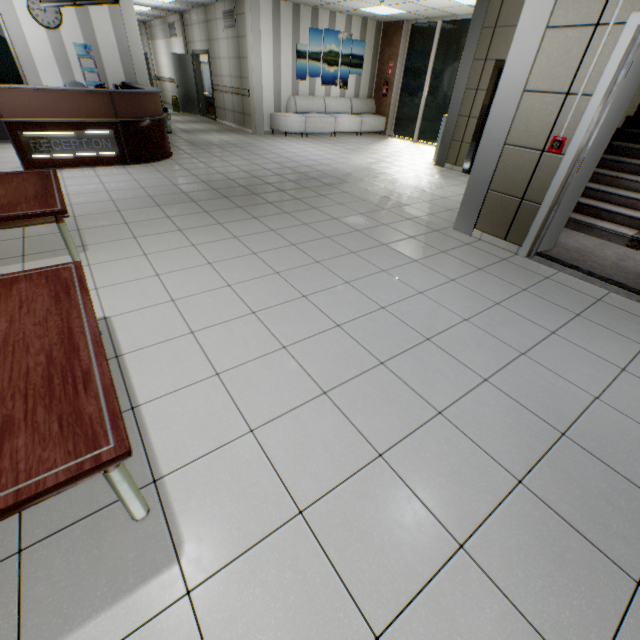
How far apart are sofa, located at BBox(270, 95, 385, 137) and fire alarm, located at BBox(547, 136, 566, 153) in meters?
8.8 m

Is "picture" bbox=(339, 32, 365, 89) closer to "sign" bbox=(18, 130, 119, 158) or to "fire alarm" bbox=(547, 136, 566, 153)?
"sign" bbox=(18, 130, 119, 158)

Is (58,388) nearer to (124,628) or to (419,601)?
(124,628)

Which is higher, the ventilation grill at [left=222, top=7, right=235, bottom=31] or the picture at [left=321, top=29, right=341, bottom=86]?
the ventilation grill at [left=222, top=7, right=235, bottom=31]

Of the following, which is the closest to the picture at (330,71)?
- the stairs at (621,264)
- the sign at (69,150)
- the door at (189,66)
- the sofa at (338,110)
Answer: the sofa at (338,110)

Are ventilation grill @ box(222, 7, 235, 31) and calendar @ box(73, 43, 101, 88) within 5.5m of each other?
yes

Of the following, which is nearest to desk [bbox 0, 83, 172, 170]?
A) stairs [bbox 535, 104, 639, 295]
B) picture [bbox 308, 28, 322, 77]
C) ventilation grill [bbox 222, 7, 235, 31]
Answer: ventilation grill [bbox 222, 7, 235, 31]

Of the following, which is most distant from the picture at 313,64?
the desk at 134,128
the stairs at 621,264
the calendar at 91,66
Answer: the stairs at 621,264
